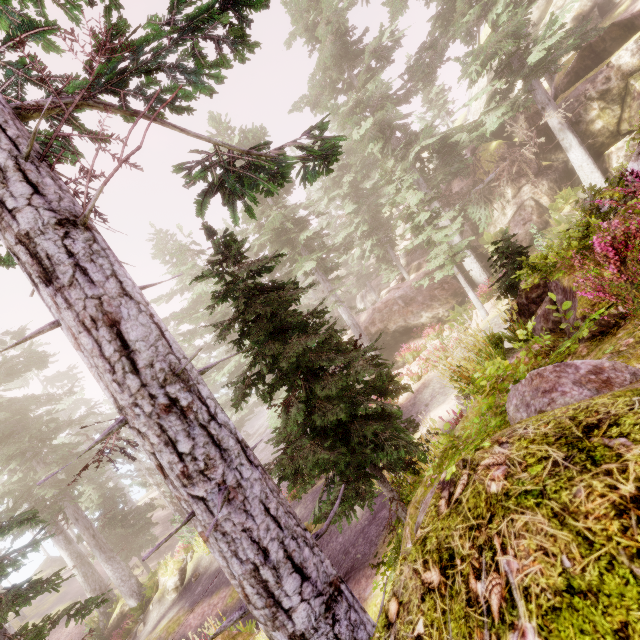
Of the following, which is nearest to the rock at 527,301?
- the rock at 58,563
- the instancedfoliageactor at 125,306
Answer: the instancedfoliageactor at 125,306

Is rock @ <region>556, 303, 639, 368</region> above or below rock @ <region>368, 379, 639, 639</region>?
below

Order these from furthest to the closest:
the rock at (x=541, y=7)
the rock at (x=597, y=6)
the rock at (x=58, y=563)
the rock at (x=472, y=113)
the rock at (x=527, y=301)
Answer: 1. the rock at (x=472, y=113)
2. the rock at (x=58, y=563)
3. the rock at (x=541, y=7)
4. the rock at (x=597, y=6)
5. the rock at (x=527, y=301)

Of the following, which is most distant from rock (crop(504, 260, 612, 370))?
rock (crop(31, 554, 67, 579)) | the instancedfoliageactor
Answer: rock (crop(31, 554, 67, 579))

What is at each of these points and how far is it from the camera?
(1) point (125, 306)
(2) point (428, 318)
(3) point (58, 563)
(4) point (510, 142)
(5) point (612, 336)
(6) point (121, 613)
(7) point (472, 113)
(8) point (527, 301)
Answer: (1) instancedfoliageactor, 2.53m
(2) rock, 21.31m
(3) rock, 39.97m
(4) rock, 22.80m
(5) rock, 2.99m
(6) rock, 19.95m
(7) rock, 41.91m
(8) rock, 6.36m

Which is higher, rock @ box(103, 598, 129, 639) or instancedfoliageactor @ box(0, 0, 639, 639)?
instancedfoliageactor @ box(0, 0, 639, 639)

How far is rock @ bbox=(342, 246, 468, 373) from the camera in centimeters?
2152cm
